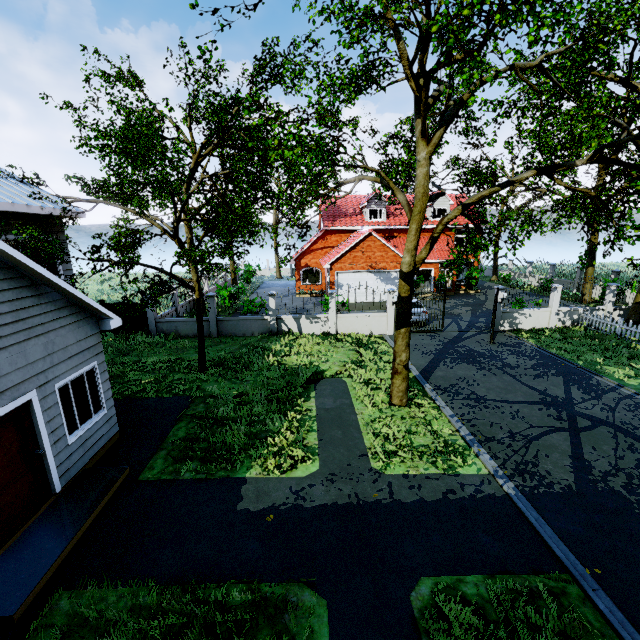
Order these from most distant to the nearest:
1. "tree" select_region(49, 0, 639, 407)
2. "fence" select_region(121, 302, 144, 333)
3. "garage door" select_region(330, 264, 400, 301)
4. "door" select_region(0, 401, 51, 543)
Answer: "garage door" select_region(330, 264, 400, 301) < "fence" select_region(121, 302, 144, 333) < "tree" select_region(49, 0, 639, 407) < "door" select_region(0, 401, 51, 543)

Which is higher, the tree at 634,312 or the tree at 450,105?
the tree at 450,105

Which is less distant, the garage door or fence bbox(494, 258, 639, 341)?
fence bbox(494, 258, 639, 341)

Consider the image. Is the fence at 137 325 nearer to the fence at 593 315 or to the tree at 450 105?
the tree at 450 105

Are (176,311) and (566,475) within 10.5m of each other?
no

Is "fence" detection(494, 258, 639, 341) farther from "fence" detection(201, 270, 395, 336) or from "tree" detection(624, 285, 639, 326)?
"fence" detection(201, 270, 395, 336)

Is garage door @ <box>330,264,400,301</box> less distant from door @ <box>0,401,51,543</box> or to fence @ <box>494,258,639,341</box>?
fence @ <box>494,258,639,341</box>

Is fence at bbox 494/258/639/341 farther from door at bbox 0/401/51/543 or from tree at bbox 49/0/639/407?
door at bbox 0/401/51/543
